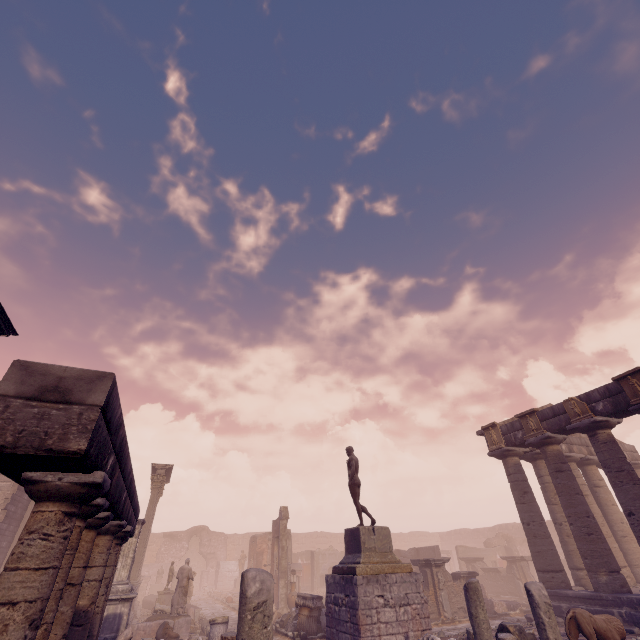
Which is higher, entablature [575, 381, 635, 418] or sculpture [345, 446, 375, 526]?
entablature [575, 381, 635, 418]

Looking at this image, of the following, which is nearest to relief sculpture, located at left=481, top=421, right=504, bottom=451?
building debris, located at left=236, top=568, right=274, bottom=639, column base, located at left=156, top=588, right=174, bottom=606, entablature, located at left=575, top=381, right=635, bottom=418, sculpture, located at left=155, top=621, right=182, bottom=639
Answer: entablature, located at left=575, top=381, right=635, bottom=418

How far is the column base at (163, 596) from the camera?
18.1m

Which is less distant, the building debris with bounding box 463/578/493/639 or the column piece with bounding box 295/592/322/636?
the building debris with bounding box 463/578/493/639

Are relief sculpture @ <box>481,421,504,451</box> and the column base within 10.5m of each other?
no

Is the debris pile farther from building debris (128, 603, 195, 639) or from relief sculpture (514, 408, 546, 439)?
relief sculpture (514, 408, 546, 439)

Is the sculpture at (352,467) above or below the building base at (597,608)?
above

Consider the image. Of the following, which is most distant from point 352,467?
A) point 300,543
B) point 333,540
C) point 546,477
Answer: point 333,540
